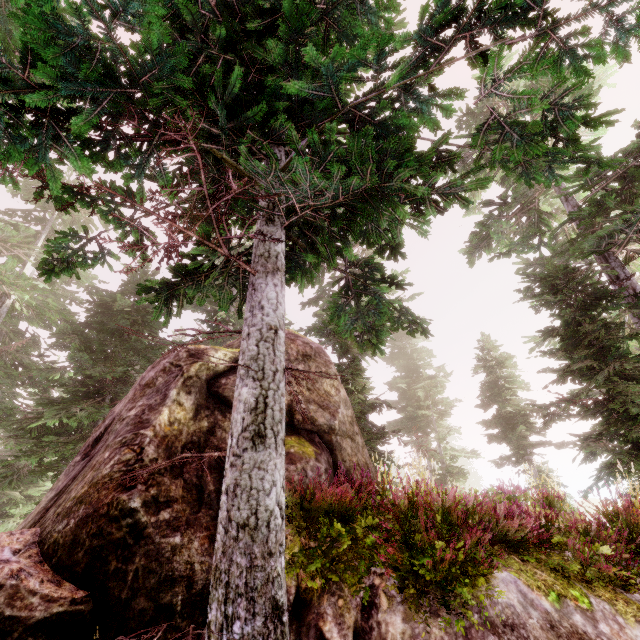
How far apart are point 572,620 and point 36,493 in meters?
29.2 m

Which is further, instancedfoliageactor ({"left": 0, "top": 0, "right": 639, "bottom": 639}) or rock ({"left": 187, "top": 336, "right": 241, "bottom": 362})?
rock ({"left": 187, "top": 336, "right": 241, "bottom": 362})

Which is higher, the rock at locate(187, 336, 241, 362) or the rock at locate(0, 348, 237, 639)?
the rock at locate(187, 336, 241, 362)

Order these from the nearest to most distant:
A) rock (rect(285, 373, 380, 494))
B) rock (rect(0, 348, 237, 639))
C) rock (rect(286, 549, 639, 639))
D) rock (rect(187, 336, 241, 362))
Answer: rock (rect(286, 549, 639, 639)) → rock (rect(0, 348, 237, 639)) → rock (rect(285, 373, 380, 494)) → rock (rect(187, 336, 241, 362))

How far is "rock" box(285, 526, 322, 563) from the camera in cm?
432

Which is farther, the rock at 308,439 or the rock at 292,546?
the rock at 308,439

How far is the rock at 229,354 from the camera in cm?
805
